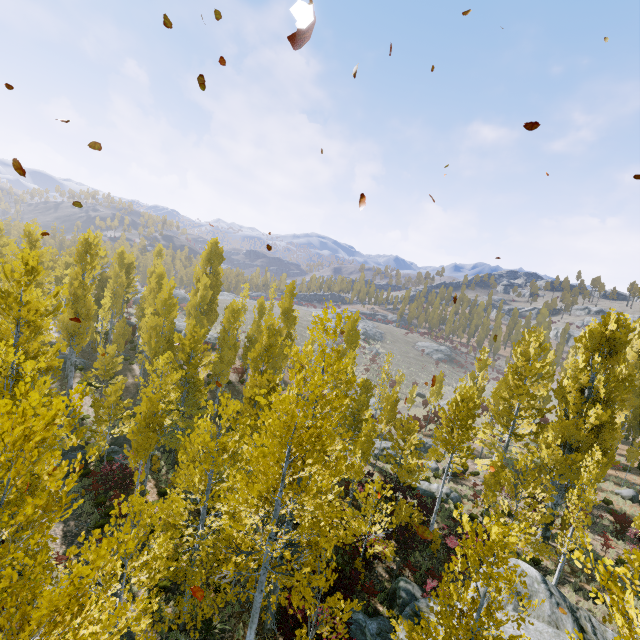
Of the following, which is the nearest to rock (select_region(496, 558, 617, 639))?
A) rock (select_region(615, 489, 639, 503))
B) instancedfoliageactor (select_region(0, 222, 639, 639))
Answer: instancedfoliageactor (select_region(0, 222, 639, 639))

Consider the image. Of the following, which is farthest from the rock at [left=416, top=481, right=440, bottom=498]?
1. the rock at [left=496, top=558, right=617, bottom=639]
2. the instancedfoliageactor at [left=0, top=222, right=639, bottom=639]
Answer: the rock at [left=496, top=558, right=617, bottom=639]

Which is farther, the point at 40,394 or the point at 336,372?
the point at 336,372

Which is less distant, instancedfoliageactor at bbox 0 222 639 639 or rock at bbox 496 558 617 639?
instancedfoliageactor at bbox 0 222 639 639

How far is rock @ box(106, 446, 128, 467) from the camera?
19.6m

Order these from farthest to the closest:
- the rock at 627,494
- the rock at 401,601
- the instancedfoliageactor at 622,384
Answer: the rock at 627,494 → the rock at 401,601 → the instancedfoliageactor at 622,384

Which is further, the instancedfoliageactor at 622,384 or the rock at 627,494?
the rock at 627,494

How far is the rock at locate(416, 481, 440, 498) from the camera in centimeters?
2220cm
